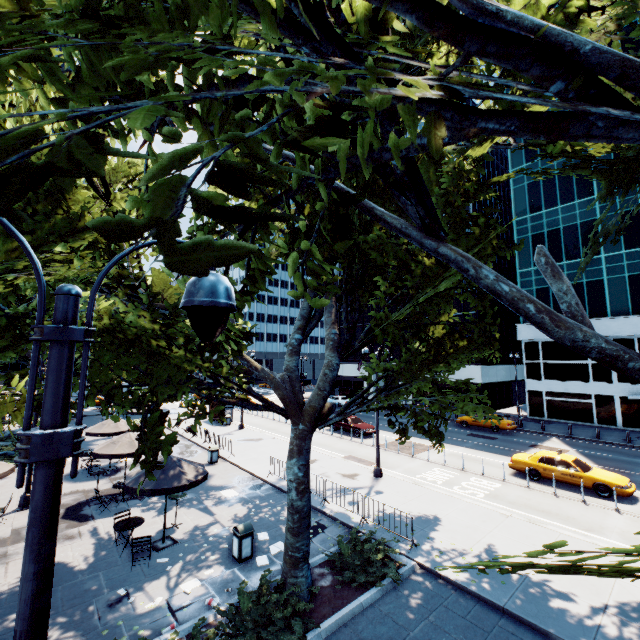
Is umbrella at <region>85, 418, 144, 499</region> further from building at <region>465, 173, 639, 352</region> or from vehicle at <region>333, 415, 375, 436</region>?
building at <region>465, 173, 639, 352</region>

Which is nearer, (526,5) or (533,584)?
(526,5)

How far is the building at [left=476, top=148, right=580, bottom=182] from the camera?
38.2m

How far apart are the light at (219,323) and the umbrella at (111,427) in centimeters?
1457cm

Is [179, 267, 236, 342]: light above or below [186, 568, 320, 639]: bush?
above

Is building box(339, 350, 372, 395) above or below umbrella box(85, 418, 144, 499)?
above

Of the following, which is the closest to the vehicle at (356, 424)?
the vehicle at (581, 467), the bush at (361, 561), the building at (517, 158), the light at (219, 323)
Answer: the vehicle at (581, 467)

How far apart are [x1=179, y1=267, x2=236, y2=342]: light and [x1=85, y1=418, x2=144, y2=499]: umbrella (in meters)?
14.57
